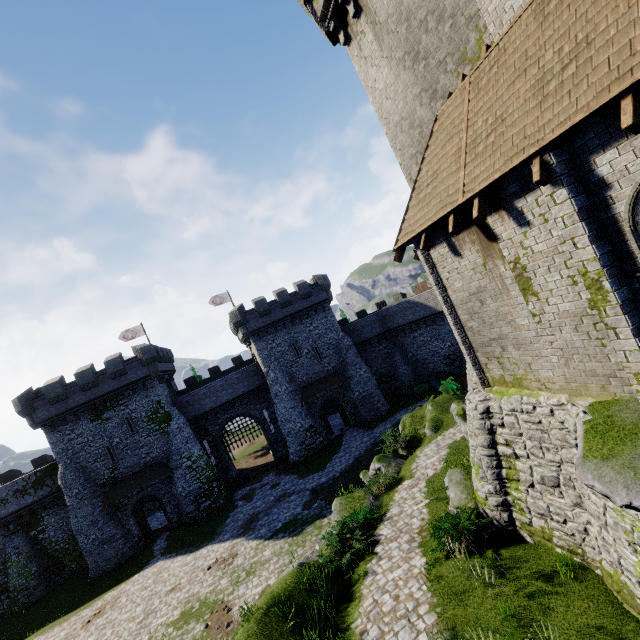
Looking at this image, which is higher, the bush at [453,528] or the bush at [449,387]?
the bush at [453,528]

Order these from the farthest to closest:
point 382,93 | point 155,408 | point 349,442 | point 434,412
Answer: point 349,442
point 155,408
point 434,412
point 382,93

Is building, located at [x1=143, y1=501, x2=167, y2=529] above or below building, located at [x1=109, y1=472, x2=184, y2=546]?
below

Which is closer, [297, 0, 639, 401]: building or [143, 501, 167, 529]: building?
[297, 0, 639, 401]: building

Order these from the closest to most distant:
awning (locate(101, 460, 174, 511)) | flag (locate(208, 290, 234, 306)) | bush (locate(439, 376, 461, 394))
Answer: bush (locate(439, 376, 461, 394)) → awning (locate(101, 460, 174, 511)) → flag (locate(208, 290, 234, 306))

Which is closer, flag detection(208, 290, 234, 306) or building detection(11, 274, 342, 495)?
building detection(11, 274, 342, 495)

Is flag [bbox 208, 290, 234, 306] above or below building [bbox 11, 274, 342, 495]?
above

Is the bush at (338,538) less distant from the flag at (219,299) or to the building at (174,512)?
the building at (174,512)
